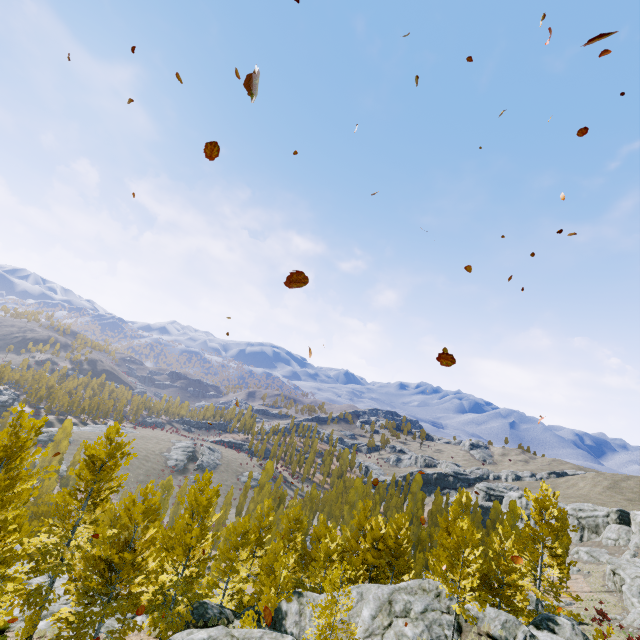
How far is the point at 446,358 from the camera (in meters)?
4.61

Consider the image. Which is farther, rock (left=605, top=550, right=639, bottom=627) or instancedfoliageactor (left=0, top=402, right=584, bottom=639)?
rock (left=605, top=550, right=639, bottom=627)

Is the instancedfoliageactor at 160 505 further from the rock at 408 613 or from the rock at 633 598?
the rock at 633 598

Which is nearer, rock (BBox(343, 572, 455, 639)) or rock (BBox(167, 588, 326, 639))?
rock (BBox(167, 588, 326, 639))

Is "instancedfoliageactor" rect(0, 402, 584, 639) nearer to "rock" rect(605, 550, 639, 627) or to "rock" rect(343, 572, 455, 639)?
"rock" rect(343, 572, 455, 639)

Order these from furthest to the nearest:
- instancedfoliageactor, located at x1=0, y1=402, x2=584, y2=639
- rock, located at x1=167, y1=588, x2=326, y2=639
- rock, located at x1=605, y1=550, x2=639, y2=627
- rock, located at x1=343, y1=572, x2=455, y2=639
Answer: rock, located at x1=605, y1=550, x2=639, y2=627
rock, located at x1=343, y1=572, x2=455, y2=639
instancedfoliageactor, located at x1=0, y1=402, x2=584, y2=639
rock, located at x1=167, y1=588, x2=326, y2=639
